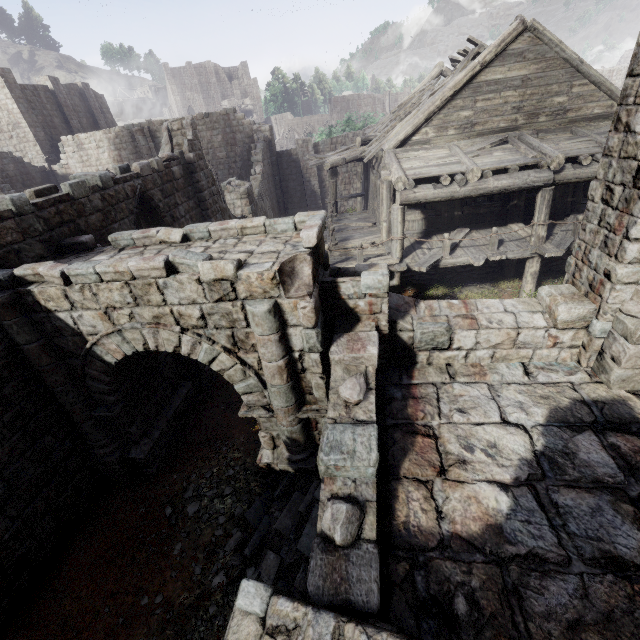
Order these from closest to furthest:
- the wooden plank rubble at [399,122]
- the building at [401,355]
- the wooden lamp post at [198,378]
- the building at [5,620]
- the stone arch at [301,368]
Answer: the building at [401,355] < the stone arch at [301,368] < the building at [5,620] < the wooden lamp post at [198,378] < the wooden plank rubble at [399,122]

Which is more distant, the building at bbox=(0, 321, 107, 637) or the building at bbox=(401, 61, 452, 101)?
the building at bbox=(401, 61, 452, 101)

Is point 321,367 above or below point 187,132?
below

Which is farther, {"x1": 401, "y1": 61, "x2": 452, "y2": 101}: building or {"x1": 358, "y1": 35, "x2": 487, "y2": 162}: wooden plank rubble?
{"x1": 401, "y1": 61, "x2": 452, "y2": 101}: building

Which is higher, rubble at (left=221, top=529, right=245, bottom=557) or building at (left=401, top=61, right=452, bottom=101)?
building at (left=401, top=61, right=452, bottom=101)

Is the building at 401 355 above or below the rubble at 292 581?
above

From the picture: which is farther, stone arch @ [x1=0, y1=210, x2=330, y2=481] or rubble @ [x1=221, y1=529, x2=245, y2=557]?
rubble @ [x1=221, y1=529, x2=245, y2=557]
